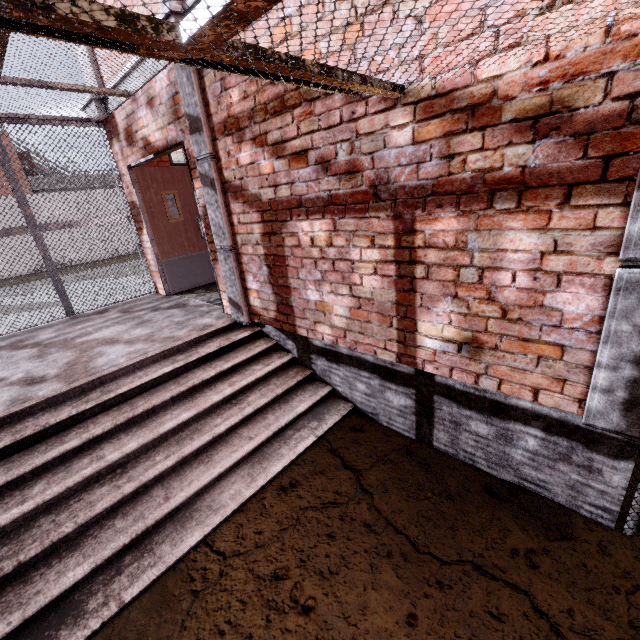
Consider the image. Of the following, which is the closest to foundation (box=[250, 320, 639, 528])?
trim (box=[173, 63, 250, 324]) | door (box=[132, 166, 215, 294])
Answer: trim (box=[173, 63, 250, 324])

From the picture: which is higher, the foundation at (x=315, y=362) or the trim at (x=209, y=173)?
the trim at (x=209, y=173)

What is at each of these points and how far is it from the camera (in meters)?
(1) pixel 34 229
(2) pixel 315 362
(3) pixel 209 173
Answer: (1) cage, 4.96
(2) foundation, 3.75
(3) trim, 3.59

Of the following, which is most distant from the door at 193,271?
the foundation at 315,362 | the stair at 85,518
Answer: the foundation at 315,362

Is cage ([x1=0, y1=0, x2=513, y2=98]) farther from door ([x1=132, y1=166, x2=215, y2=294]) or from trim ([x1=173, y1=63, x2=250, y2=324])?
door ([x1=132, y1=166, x2=215, y2=294])

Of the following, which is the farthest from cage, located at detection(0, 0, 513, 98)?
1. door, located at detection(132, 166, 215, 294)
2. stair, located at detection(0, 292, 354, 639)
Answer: door, located at detection(132, 166, 215, 294)

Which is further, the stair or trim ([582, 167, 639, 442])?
the stair
